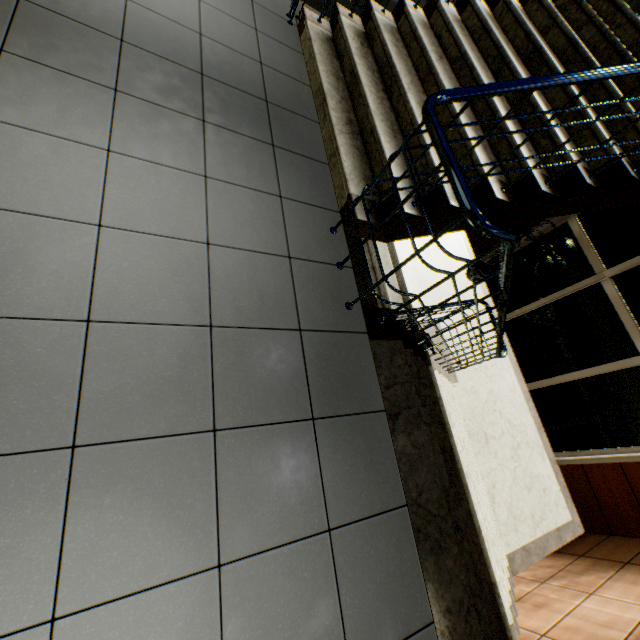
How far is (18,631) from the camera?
0.9m
